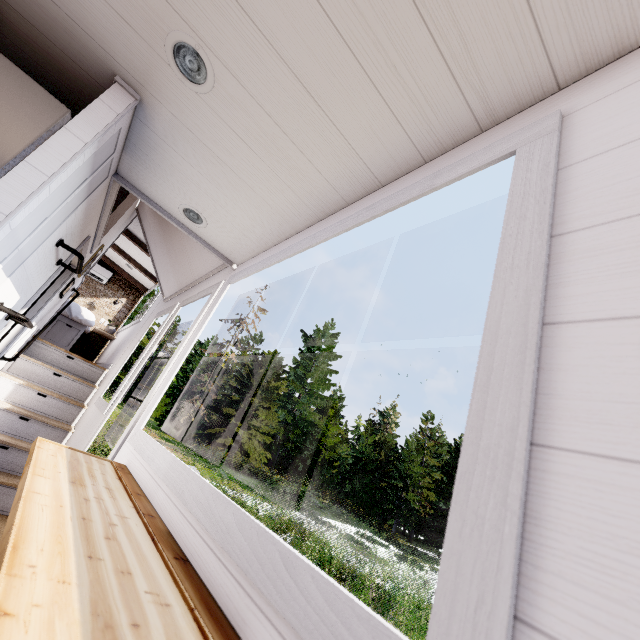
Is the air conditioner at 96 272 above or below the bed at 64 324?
above

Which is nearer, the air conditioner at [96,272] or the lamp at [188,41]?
the lamp at [188,41]

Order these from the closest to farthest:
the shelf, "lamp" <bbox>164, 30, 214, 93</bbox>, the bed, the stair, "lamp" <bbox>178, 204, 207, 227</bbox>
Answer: the shelf, "lamp" <bbox>164, 30, 214, 93</bbox>, "lamp" <bbox>178, 204, 207, 227</bbox>, the stair, the bed

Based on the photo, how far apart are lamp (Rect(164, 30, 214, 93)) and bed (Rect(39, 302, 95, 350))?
5.37m

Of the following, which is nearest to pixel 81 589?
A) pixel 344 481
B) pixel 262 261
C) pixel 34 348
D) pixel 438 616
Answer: pixel 438 616

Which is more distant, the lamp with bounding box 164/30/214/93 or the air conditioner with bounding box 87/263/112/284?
the air conditioner with bounding box 87/263/112/284

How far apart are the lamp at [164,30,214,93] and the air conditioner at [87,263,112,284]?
7.7m

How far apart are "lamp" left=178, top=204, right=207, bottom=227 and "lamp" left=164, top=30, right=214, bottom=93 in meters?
0.8
